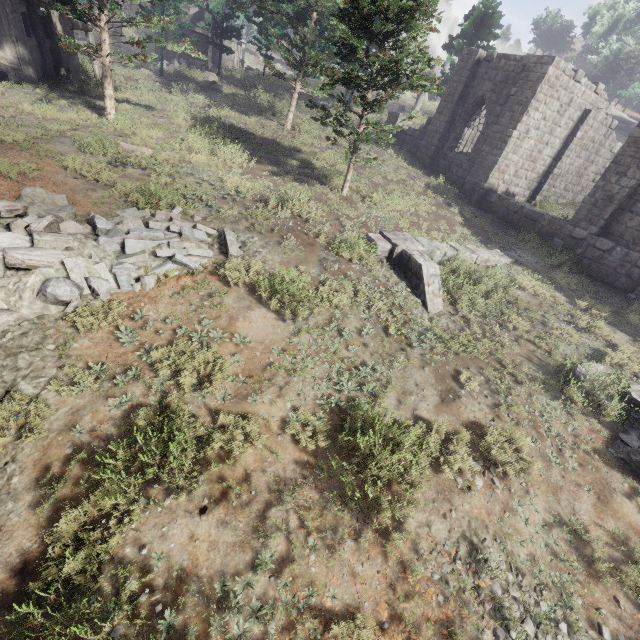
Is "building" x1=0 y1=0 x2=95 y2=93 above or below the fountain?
above

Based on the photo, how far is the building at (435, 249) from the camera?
9.90m

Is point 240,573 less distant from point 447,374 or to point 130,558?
point 130,558

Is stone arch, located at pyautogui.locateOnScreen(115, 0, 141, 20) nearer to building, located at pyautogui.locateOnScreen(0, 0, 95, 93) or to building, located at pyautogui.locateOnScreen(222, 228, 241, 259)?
building, located at pyautogui.locateOnScreen(0, 0, 95, 93)

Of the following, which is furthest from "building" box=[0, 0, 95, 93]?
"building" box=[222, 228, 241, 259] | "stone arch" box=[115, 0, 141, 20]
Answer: "building" box=[222, 228, 241, 259]

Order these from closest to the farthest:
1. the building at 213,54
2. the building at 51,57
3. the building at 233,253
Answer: the building at 233,253
the building at 51,57
the building at 213,54

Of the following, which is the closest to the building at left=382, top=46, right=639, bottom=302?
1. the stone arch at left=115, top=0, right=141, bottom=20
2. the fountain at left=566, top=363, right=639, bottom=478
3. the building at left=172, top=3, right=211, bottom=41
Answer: the fountain at left=566, top=363, right=639, bottom=478

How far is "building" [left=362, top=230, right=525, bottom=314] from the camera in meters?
9.9
